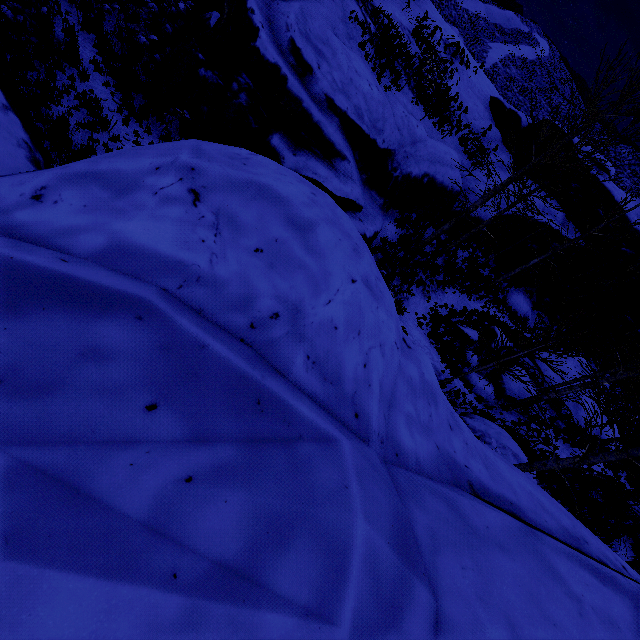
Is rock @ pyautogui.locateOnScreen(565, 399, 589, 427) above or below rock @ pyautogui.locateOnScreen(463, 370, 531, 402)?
above

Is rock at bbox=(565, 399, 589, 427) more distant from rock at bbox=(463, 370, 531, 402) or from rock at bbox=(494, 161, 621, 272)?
rock at bbox=(494, 161, 621, 272)

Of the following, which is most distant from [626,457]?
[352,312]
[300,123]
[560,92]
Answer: [560,92]

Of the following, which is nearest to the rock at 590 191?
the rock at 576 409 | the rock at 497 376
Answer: the rock at 497 376

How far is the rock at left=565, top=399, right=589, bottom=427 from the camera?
15.5 meters

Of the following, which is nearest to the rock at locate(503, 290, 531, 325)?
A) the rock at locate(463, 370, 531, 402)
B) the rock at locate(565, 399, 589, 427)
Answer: the rock at locate(463, 370, 531, 402)

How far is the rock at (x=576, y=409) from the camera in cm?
1553

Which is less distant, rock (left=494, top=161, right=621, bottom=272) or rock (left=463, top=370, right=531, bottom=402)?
rock (left=463, top=370, right=531, bottom=402)
